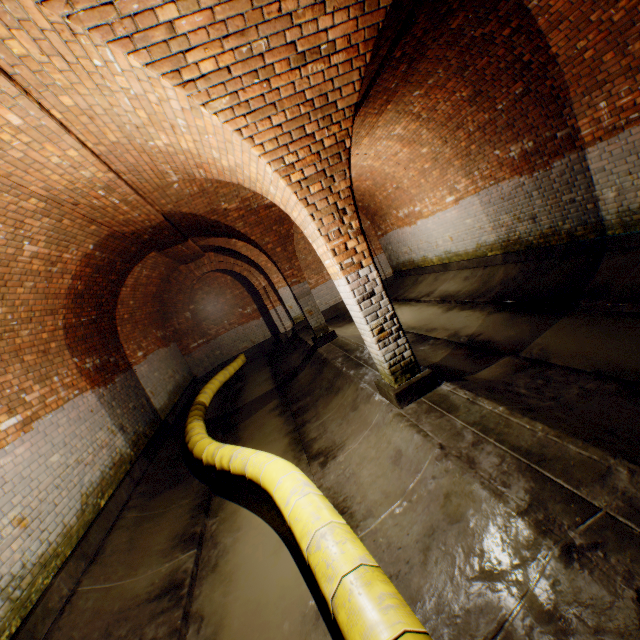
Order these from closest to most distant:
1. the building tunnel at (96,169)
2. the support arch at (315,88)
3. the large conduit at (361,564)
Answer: the large conduit at (361,564) < the support arch at (315,88) < the building tunnel at (96,169)

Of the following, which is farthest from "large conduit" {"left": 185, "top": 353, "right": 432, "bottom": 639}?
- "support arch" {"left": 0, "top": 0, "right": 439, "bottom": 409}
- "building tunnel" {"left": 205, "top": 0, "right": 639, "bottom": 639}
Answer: "support arch" {"left": 0, "top": 0, "right": 439, "bottom": 409}

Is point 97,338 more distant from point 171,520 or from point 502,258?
point 502,258

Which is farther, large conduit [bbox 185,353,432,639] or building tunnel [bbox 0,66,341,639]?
building tunnel [bbox 0,66,341,639]

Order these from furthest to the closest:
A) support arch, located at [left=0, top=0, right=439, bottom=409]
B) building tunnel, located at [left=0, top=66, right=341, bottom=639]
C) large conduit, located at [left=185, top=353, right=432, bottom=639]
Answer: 1. building tunnel, located at [left=0, top=66, right=341, bottom=639]
2. support arch, located at [left=0, top=0, right=439, bottom=409]
3. large conduit, located at [left=185, top=353, right=432, bottom=639]

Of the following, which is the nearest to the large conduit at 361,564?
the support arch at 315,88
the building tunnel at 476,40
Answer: the building tunnel at 476,40

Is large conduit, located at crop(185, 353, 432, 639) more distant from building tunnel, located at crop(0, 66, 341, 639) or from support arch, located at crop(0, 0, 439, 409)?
support arch, located at crop(0, 0, 439, 409)
